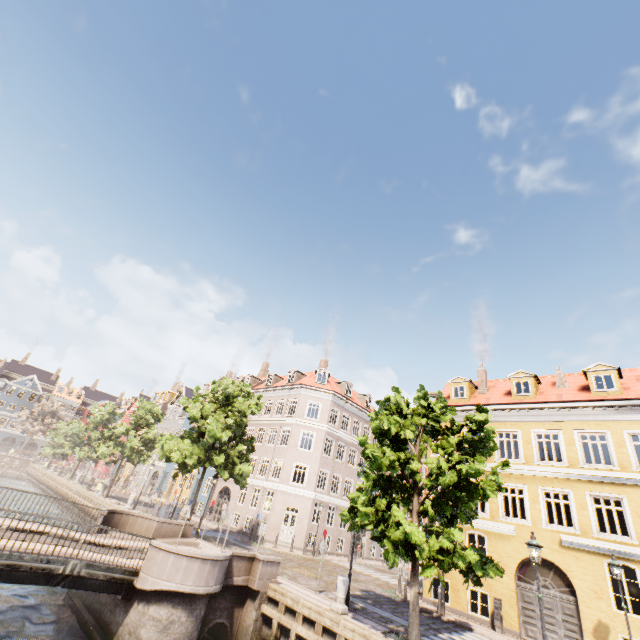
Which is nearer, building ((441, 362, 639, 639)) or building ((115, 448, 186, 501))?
building ((441, 362, 639, 639))

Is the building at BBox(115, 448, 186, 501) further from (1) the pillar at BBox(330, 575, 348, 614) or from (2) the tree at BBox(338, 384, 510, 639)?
(1) the pillar at BBox(330, 575, 348, 614)

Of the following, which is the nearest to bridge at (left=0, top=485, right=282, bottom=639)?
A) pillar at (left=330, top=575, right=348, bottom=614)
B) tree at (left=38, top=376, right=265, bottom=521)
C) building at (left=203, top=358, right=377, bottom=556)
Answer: tree at (left=38, top=376, right=265, bottom=521)

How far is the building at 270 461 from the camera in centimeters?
2843cm

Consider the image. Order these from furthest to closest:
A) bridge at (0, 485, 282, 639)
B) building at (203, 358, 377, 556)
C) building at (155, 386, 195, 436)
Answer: building at (155, 386, 195, 436) < building at (203, 358, 377, 556) < bridge at (0, 485, 282, 639)

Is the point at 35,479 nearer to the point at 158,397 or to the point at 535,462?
the point at 158,397

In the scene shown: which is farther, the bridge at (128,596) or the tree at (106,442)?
the tree at (106,442)
